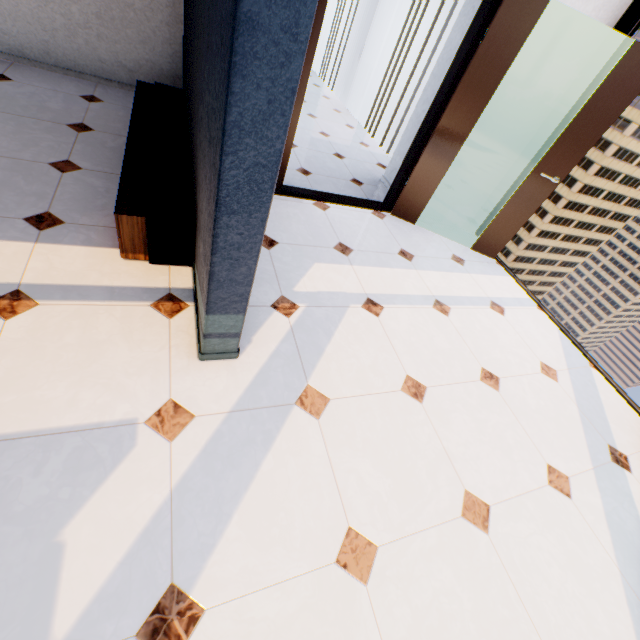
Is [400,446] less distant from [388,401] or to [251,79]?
[388,401]

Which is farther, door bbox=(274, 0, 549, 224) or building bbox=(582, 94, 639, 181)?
building bbox=(582, 94, 639, 181)

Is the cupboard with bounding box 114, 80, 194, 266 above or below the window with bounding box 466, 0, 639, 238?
below

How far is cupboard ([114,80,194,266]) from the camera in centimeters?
197cm

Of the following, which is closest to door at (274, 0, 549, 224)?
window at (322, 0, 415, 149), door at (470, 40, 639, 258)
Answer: door at (470, 40, 639, 258)

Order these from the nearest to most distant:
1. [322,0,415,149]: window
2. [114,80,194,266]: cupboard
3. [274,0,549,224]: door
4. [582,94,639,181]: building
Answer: [114,80,194,266]: cupboard, [274,0,549,224]: door, [322,0,415,149]: window, [582,94,639,181]: building

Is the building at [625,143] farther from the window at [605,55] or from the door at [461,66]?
the door at [461,66]

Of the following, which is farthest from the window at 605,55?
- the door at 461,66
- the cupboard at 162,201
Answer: the cupboard at 162,201
